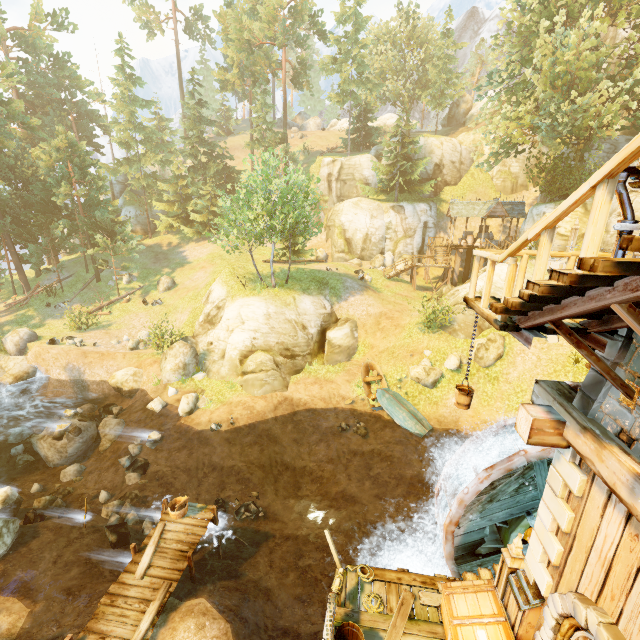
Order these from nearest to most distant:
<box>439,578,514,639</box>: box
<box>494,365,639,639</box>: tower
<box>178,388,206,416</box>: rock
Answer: <box>494,365,639,639</box>: tower < <box>439,578,514,639</box>: box < <box>178,388,206,416</box>: rock

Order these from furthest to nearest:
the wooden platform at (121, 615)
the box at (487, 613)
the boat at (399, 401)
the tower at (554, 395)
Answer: the boat at (399, 401), the wooden platform at (121, 615), the box at (487, 613), the tower at (554, 395)

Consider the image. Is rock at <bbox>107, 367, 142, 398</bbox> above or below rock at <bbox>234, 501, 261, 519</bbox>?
above

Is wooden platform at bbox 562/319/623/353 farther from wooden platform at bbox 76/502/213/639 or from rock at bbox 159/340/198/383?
rock at bbox 159/340/198/383

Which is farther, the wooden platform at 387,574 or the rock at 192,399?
the rock at 192,399

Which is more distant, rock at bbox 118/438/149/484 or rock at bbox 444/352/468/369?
rock at bbox 444/352/468/369

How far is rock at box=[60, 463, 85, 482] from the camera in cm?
1652

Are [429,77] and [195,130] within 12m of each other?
no
